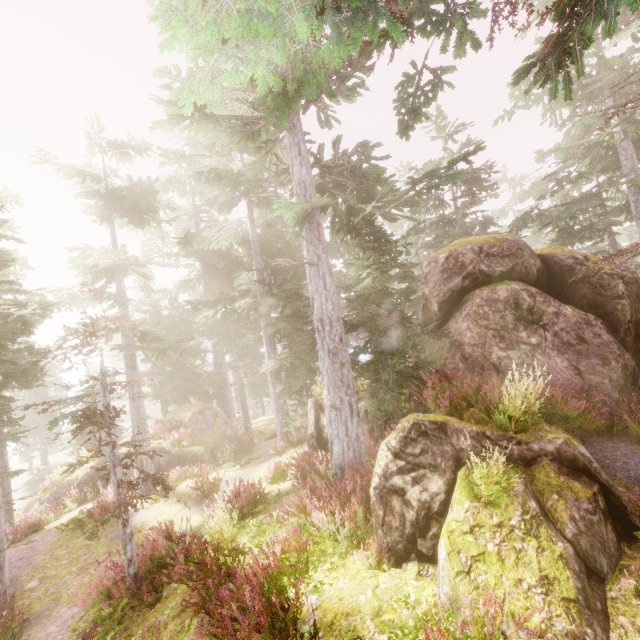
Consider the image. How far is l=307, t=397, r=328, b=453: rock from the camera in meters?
12.4

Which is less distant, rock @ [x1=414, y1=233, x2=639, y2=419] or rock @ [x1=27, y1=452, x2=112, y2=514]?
rock @ [x1=414, y1=233, x2=639, y2=419]

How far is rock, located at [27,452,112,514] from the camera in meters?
18.7

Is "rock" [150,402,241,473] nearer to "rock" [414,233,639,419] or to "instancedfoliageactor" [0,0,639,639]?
"instancedfoliageactor" [0,0,639,639]

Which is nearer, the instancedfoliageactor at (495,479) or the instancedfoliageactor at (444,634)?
the instancedfoliageactor at (444,634)

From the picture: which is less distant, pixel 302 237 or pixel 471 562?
pixel 471 562

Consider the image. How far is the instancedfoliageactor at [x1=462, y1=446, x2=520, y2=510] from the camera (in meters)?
4.31

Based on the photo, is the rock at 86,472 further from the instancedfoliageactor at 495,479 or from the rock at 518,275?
the rock at 518,275
